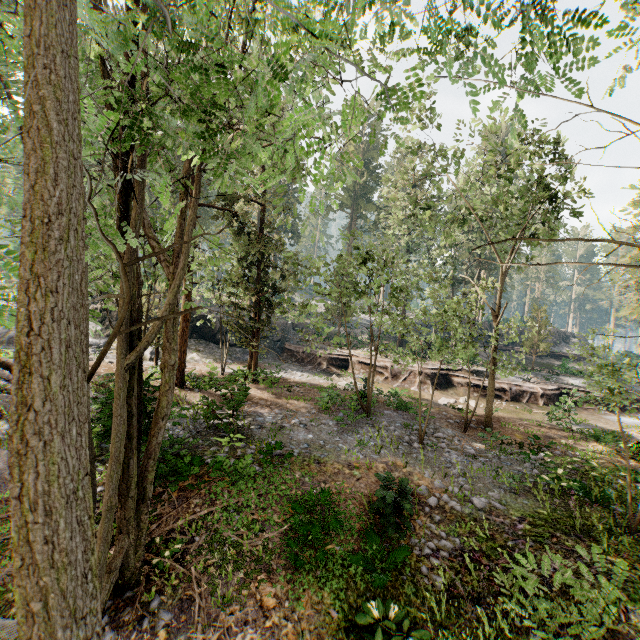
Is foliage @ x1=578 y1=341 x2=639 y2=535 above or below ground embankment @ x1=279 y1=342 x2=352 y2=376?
above

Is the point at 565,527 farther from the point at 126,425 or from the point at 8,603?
the point at 8,603

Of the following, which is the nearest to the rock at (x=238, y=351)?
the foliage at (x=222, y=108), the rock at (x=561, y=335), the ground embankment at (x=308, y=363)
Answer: A: the ground embankment at (x=308, y=363)

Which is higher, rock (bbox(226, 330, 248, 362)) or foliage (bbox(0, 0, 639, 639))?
foliage (bbox(0, 0, 639, 639))

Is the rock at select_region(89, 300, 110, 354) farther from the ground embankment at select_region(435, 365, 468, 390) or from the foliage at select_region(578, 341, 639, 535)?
the foliage at select_region(578, 341, 639, 535)

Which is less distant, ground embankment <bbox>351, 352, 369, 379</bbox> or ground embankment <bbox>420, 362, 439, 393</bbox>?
ground embankment <bbox>420, 362, 439, 393</bbox>

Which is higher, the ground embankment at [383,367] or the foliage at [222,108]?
the foliage at [222,108]

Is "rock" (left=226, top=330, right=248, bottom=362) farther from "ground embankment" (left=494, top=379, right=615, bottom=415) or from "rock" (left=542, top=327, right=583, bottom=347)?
"rock" (left=542, top=327, right=583, bottom=347)
